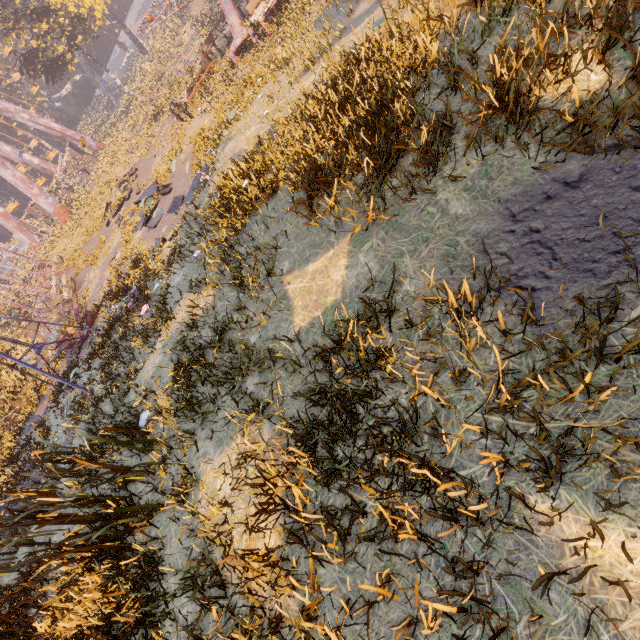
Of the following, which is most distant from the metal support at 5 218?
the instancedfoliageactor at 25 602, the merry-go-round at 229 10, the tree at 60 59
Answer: the instancedfoliageactor at 25 602

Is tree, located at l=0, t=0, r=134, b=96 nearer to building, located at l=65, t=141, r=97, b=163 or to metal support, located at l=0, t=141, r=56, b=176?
metal support, located at l=0, t=141, r=56, b=176

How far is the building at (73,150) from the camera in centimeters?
4516cm

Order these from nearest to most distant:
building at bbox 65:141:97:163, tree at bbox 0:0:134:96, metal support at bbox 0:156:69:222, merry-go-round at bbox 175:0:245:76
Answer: merry-go-round at bbox 175:0:245:76 → tree at bbox 0:0:134:96 → metal support at bbox 0:156:69:222 → building at bbox 65:141:97:163

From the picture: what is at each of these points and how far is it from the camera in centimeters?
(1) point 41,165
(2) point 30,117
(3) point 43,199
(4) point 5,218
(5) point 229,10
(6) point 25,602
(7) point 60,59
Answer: (1) metal support, 4650cm
(2) metal support, 4025cm
(3) metal support, 3756cm
(4) metal support, 4050cm
(5) merry-go-round, 1741cm
(6) instancedfoliageactor, 580cm
(7) tree, 3559cm

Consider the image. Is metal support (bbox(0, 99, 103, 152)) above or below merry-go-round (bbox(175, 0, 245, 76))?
above

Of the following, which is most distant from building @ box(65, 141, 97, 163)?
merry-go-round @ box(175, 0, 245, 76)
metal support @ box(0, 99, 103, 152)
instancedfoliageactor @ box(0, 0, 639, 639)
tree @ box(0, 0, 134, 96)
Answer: instancedfoliageactor @ box(0, 0, 639, 639)

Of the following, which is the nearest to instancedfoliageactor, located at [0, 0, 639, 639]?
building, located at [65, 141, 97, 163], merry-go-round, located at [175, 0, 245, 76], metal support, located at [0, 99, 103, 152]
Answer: merry-go-round, located at [175, 0, 245, 76]
